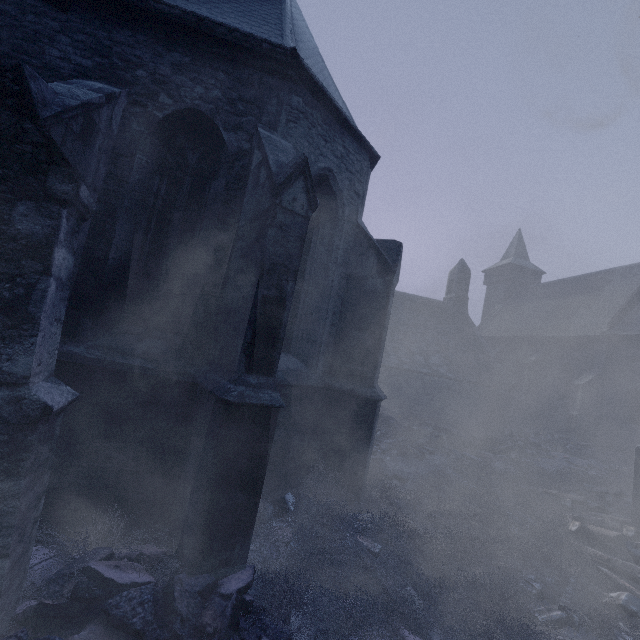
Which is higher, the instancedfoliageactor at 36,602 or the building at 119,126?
the building at 119,126

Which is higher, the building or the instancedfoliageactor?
the building

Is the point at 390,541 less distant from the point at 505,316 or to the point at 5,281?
the point at 5,281
